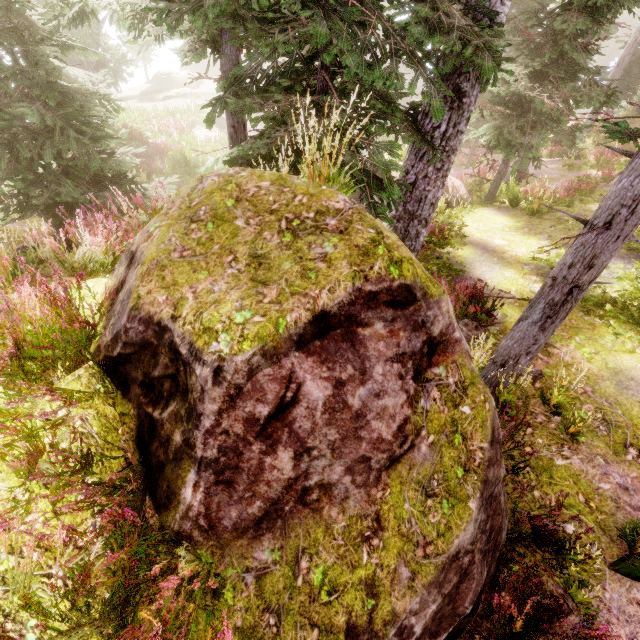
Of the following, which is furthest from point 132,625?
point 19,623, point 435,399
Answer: point 435,399

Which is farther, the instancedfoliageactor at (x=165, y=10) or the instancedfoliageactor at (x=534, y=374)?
the instancedfoliageactor at (x=534, y=374)

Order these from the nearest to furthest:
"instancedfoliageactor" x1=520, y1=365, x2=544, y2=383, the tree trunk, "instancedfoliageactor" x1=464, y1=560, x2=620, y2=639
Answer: "instancedfoliageactor" x1=464, y1=560, x2=620, y2=639 → the tree trunk → "instancedfoliageactor" x1=520, y1=365, x2=544, y2=383

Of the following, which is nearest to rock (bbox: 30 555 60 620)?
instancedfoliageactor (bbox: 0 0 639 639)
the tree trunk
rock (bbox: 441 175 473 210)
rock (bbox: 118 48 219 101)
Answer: instancedfoliageactor (bbox: 0 0 639 639)

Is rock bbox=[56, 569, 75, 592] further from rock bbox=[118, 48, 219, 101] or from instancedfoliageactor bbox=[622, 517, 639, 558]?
rock bbox=[118, 48, 219, 101]

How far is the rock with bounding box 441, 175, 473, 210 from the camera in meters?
12.8

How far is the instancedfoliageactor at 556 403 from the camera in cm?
509

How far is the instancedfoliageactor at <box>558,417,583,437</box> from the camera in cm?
496
